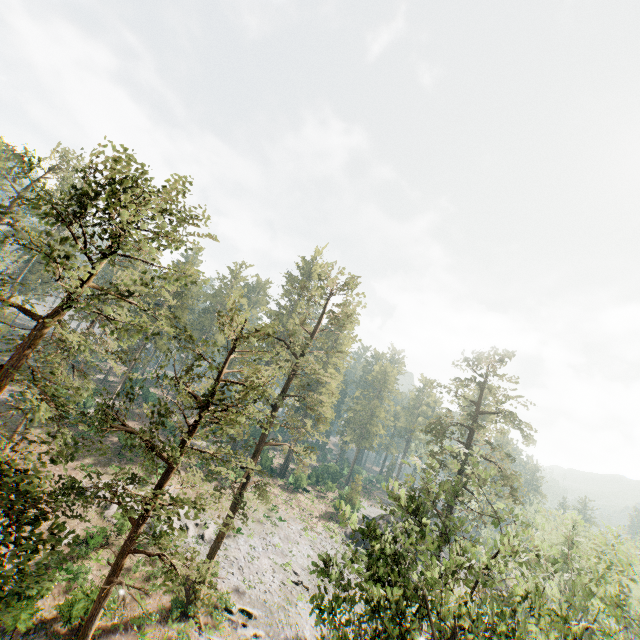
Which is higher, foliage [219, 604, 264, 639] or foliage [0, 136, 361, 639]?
foliage [0, 136, 361, 639]

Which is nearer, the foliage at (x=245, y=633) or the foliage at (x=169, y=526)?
the foliage at (x=169, y=526)

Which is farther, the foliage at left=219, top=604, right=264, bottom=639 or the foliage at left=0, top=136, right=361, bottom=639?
the foliage at left=219, top=604, right=264, bottom=639

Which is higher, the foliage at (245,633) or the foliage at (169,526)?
the foliage at (169,526)

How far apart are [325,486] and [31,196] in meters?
58.2

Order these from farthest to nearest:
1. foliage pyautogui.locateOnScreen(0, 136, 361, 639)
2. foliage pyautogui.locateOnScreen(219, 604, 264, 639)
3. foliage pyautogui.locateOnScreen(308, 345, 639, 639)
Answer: foliage pyautogui.locateOnScreen(219, 604, 264, 639)
foliage pyautogui.locateOnScreen(308, 345, 639, 639)
foliage pyautogui.locateOnScreen(0, 136, 361, 639)
